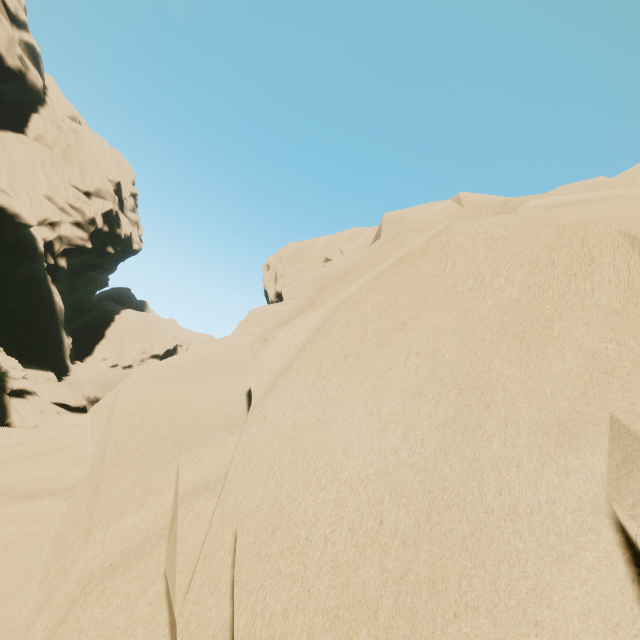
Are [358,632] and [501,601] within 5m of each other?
yes
